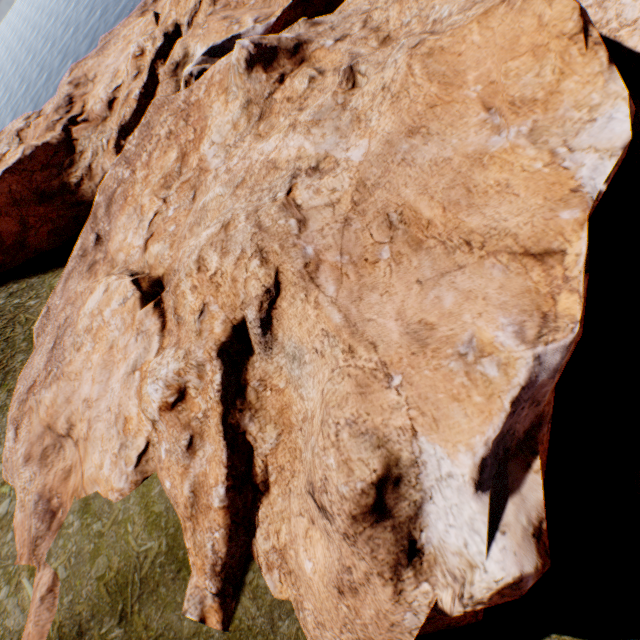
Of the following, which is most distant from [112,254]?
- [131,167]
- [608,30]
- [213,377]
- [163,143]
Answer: [608,30]
